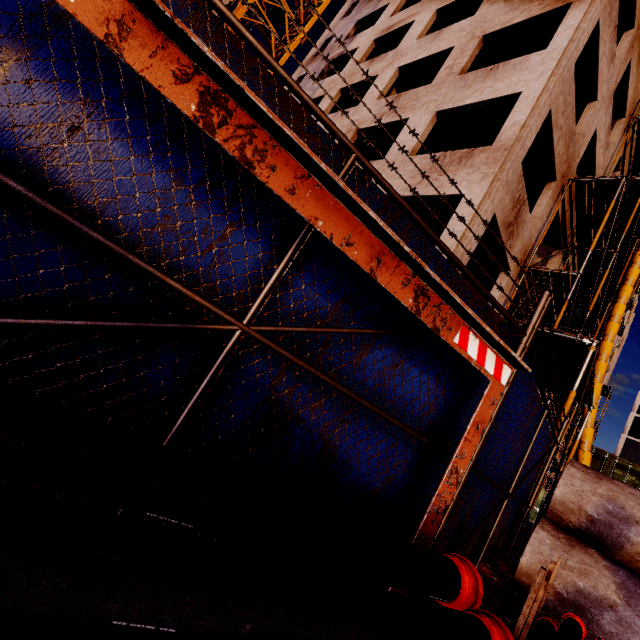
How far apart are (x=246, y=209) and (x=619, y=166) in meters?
24.5 m

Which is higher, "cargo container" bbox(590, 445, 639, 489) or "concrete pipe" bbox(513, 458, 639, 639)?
"cargo container" bbox(590, 445, 639, 489)

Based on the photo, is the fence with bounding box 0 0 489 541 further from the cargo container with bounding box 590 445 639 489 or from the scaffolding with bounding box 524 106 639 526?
the cargo container with bounding box 590 445 639 489

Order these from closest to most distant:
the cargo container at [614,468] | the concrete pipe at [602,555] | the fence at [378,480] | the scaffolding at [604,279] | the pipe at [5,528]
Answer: the pipe at [5,528] → the fence at [378,480] → the concrete pipe at [602,555] → the scaffolding at [604,279] → the cargo container at [614,468]

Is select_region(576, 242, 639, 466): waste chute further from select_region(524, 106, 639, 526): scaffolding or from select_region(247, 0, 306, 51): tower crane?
select_region(247, 0, 306, 51): tower crane

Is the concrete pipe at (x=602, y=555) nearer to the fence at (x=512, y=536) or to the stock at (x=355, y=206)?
the fence at (x=512, y=536)

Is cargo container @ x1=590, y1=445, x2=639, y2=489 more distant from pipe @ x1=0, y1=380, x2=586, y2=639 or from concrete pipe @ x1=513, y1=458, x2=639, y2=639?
pipe @ x1=0, y1=380, x2=586, y2=639

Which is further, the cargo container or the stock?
the cargo container
